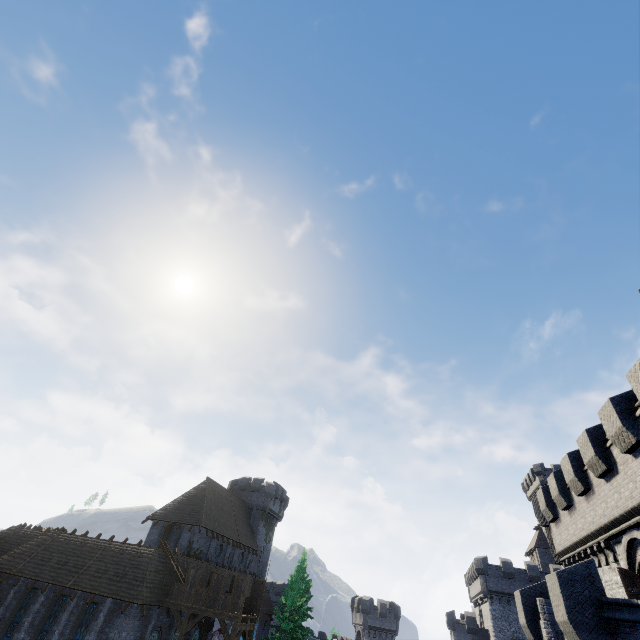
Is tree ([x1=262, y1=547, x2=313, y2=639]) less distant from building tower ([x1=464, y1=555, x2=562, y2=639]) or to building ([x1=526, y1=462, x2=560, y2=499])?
building tower ([x1=464, y1=555, x2=562, y2=639])

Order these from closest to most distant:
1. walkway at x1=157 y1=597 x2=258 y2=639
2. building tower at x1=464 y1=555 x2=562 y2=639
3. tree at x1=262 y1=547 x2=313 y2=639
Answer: walkway at x1=157 y1=597 x2=258 y2=639 < tree at x1=262 y1=547 x2=313 y2=639 < building tower at x1=464 y1=555 x2=562 y2=639

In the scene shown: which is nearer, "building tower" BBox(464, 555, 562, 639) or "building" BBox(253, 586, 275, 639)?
"building" BBox(253, 586, 275, 639)

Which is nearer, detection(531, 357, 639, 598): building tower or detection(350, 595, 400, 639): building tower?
detection(531, 357, 639, 598): building tower

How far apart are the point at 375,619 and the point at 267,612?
23.35m

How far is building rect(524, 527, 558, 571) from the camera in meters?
51.4 m

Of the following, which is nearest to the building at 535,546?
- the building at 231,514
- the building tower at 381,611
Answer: the building tower at 381,611

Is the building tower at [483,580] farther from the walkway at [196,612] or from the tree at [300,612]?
the walkway at [196,612]
